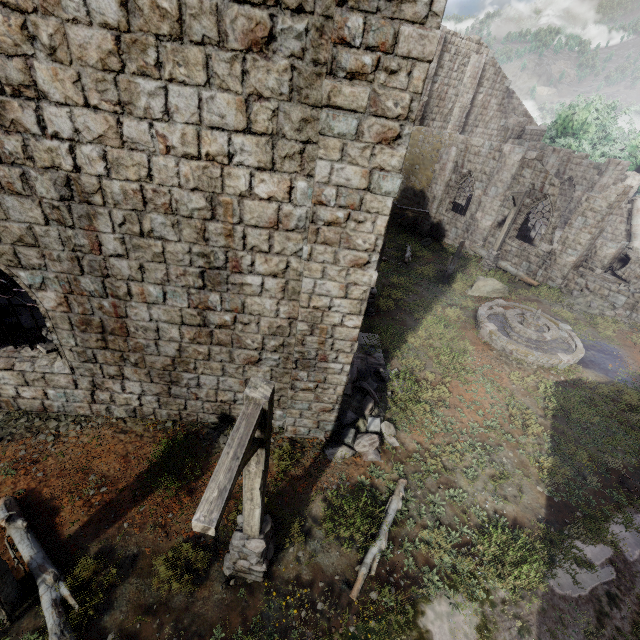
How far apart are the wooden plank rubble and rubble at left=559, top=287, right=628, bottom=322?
20.2 meters

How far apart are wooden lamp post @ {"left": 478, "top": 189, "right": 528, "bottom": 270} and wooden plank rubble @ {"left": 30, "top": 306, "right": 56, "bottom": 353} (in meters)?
17.98

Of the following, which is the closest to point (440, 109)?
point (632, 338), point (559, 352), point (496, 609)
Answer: point (632, 338)

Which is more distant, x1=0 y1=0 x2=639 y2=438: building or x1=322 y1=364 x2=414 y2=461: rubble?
x1=322 y1=364 x2=414 y2=461: rubble

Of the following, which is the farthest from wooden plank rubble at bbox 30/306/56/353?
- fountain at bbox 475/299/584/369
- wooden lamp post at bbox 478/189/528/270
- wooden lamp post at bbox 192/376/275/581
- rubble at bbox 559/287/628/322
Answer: rubble at bbox 559/287/628/322

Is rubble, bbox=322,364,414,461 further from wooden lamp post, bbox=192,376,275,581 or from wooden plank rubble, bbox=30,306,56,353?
wooden plank rubble, bbox=30,306,56,353

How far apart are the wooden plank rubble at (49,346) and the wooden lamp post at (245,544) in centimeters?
582cm

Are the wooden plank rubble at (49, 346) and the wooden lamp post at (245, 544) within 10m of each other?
yes
